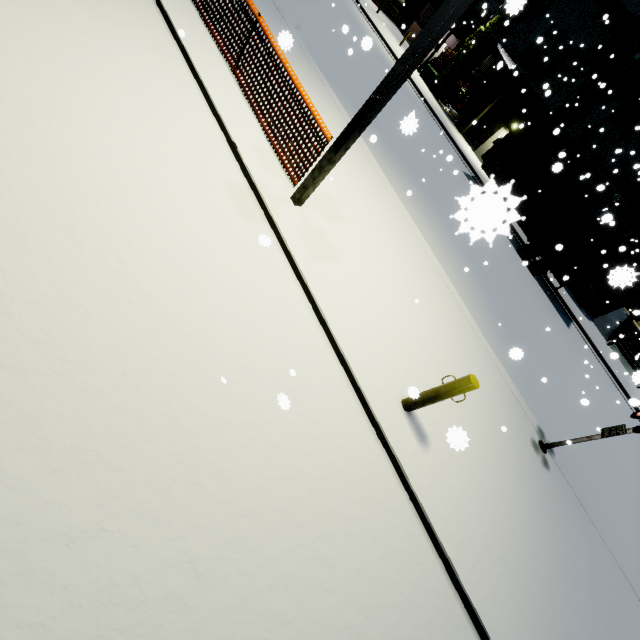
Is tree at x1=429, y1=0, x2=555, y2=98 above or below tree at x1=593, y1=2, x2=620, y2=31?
below

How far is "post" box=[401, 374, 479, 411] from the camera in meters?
4.2 m

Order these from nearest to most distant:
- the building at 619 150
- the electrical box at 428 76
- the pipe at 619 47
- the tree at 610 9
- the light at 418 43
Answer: the light at 418 43, the tree at 610 9, the pipe at 619 47, the building at 619 150, the electrical box at 428 76

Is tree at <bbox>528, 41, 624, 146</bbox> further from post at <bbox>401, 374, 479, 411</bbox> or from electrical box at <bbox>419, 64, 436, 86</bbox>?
post at <bbox>401, 374, 479, 411</bbox>

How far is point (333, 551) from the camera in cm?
332

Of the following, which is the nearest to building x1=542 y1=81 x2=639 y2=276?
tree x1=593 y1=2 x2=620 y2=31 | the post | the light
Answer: → tree x1=593 y1=2 x2=620 y2=31

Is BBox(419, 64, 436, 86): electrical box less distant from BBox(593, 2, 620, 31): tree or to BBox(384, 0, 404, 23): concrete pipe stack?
BBox(384, 0, 404, 23): concrete pipe stack

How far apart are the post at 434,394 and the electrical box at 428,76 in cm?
3060
